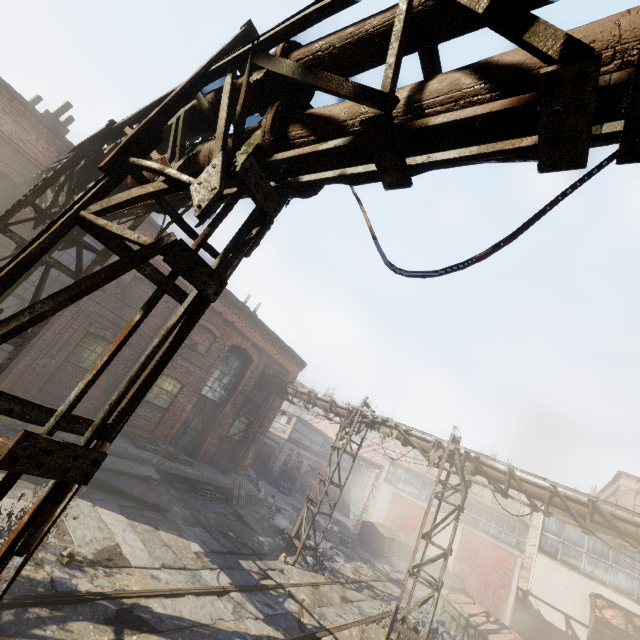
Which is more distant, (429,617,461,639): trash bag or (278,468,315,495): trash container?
(278,468,315,495): trash container

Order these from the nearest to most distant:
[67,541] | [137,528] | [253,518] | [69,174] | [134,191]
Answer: [134,191]
[69,174]
[67,541]
[137,528]
[253,518]

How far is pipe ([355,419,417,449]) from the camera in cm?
1289

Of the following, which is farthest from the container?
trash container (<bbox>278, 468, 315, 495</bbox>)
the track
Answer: trash container (<bbox>278, 468, 315, 495</bbox>)

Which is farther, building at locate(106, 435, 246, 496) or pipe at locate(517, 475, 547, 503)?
building at locate(106, 435, 246, 496)

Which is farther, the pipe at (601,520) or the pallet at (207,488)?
the pallet at (207,488)

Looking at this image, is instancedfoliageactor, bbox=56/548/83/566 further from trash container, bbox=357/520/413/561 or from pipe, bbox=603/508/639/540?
trash container, bbox=357/520/413/561

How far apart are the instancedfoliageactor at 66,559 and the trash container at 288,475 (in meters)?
24.92
